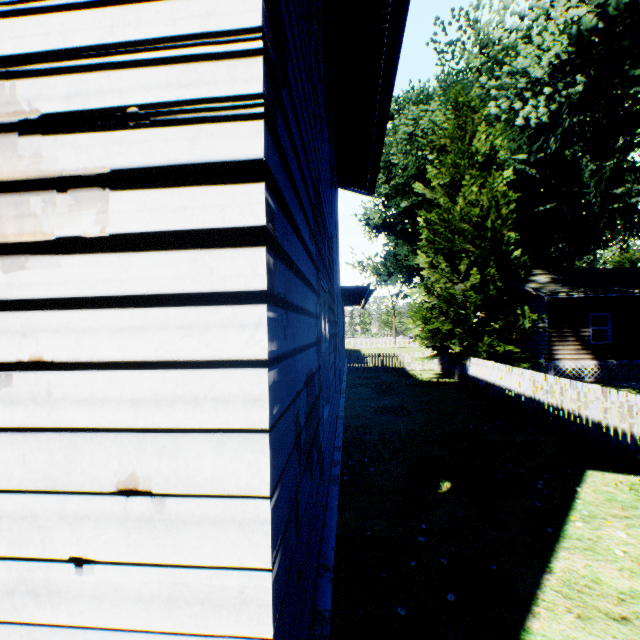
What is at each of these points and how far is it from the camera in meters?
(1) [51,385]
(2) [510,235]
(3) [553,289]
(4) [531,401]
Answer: (1) house, 1.2
(2) plant, 15.7
(3) house, 16.8
(4) fence, 10.4

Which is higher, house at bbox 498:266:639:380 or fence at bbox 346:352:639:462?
house at bbox 498:266:639:380

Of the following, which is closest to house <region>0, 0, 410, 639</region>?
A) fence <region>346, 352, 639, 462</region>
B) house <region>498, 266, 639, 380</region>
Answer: fence <region>346, 352, 639, 462</region>

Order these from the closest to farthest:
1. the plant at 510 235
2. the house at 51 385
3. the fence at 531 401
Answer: the house at 51 385 → the fence at 531 401 → the plant at 510 235

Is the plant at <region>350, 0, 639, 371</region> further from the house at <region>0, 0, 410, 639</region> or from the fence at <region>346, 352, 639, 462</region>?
the house at <region>0, 0, 410, 639</region>

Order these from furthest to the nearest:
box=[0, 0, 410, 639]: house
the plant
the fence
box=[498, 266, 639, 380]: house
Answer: box=[498, 266, 639, 380]: house
the plant
the fence
box=[0, 0, 410, 639]: house

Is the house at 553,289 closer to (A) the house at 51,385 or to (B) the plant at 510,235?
(B) the plant at 510,235
